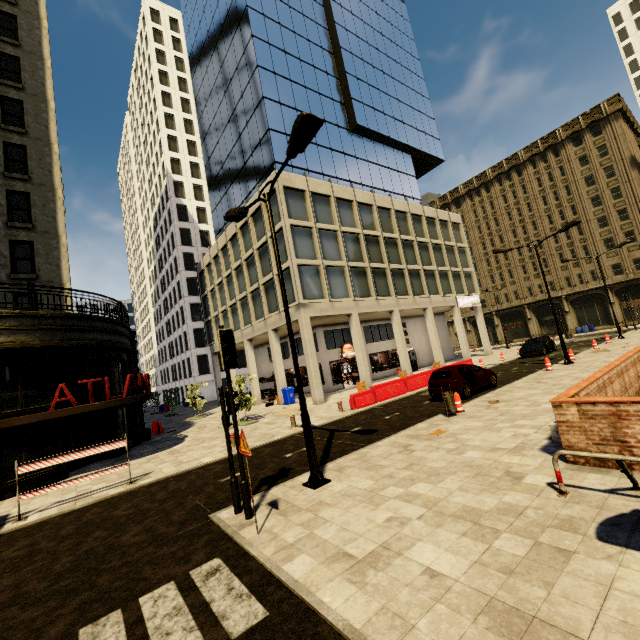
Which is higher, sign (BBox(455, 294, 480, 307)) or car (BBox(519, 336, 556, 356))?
sign (BBox(455, 294, 480, 307))

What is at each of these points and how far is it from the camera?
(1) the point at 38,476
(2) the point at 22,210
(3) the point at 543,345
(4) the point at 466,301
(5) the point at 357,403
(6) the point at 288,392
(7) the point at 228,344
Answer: (1) building, 12.5 meters
(2) building, 18.5 meters
(3) car, 26.3 meters
(4) sign, 35.0 meters
(5) cement barricade, 17.0 meters
(6) trash bin, 24.5 meters
(7) traffic light, 6.8 meters

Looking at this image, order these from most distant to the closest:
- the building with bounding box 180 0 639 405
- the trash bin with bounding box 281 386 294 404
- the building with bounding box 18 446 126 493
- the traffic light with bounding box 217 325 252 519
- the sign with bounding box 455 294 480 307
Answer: the sign with bounding box 455 294 480 307 < the building with bounding box 180 0 639 405 < the trash bin with bounding box 281 386 294 404 < the building with bounding box 18 446 126 493 < the traffic light with bounding box 217 325 252 519

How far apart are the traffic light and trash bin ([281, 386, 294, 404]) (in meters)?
17.87

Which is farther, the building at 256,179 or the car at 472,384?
the building at 256,179

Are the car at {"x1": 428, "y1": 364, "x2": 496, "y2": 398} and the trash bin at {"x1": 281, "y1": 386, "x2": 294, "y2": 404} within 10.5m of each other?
no

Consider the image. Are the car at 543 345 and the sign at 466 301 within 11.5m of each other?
yes

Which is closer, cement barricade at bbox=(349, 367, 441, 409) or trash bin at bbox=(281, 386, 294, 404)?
cement barricade at bbox=(349, 367, 441, 409)
